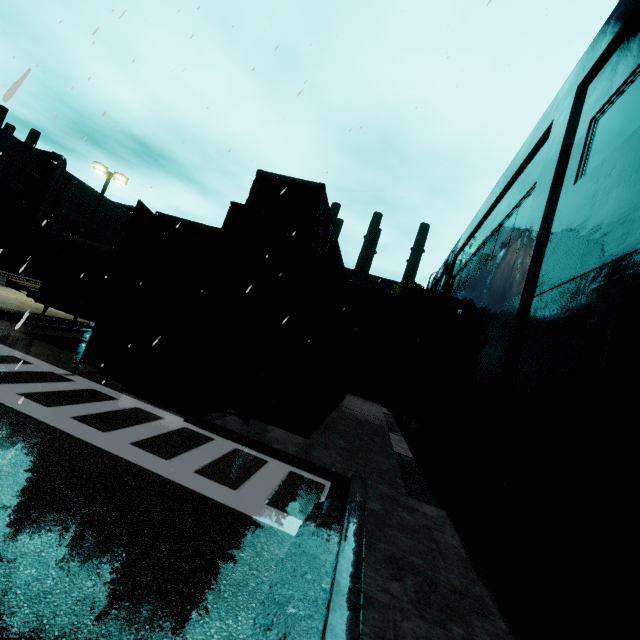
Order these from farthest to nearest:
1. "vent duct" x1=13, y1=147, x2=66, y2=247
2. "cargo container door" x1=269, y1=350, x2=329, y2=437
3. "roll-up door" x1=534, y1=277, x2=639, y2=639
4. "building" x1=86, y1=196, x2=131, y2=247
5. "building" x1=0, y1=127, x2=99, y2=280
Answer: "building" x1=86, y1=196, x2=131, y2=247 → "vent duct" x1=13, y1=147, x2=66, y2=247 → "building" x1=0, y1=127, x2=99, y2=280 → "cargo container door" x1=269, y1=350, x2=329, y2=437 → "roll-up door" x1=534, y1=277, x2=639, y2=639

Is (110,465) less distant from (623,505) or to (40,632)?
(40,632)

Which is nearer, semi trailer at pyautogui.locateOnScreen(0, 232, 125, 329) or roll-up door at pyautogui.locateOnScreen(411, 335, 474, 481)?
roll-up door at pyautogui.locateOnScreen(411, 335, 474, 481)

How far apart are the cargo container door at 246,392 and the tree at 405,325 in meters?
19.8 m

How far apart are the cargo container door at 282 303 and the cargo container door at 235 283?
0.54m

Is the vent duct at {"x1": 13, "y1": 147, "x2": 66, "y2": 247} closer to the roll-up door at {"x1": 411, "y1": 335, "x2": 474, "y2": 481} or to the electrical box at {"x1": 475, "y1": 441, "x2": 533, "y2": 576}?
the roll-up door at {"x1": 411, "y1": 335, "x2": 474, "y2": 481}

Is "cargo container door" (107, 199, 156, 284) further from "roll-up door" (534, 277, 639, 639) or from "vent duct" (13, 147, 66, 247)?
"vent duct" (13, 147, 66, 247)

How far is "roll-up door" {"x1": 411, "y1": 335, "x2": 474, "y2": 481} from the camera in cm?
1096
